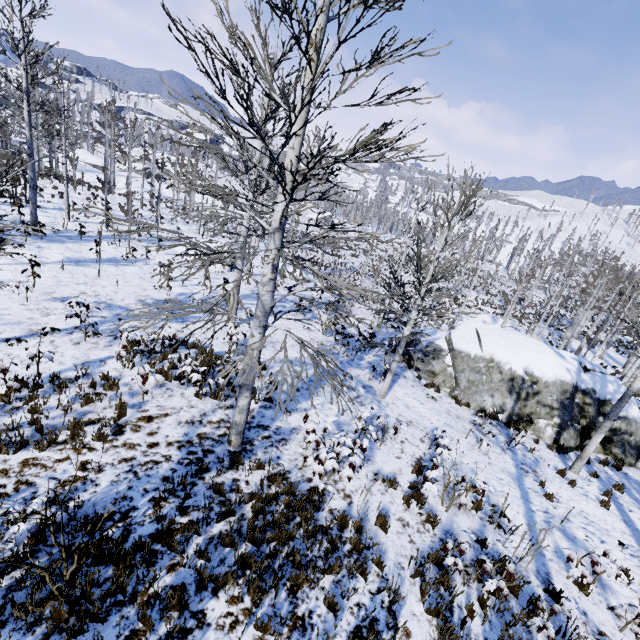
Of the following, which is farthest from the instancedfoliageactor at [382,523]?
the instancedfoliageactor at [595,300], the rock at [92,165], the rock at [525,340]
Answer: the rock at [92,165]

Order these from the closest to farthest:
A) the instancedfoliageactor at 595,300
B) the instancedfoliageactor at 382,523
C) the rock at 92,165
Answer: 1. the instancedfoliageactor at 382,523
2. the instancedfoliageactor at 595,300
3. the rock at 92,165

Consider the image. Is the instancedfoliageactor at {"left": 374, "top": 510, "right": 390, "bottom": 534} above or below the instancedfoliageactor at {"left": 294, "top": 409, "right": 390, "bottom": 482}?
below

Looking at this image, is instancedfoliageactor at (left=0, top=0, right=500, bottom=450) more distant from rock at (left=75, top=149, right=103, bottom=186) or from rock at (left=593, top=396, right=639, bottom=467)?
Result: rock at (left=75, top=149, right=103, bottom=186)

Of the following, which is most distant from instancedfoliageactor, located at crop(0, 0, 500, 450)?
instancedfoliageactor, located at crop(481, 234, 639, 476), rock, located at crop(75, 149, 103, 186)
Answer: rock, located at crop(75, 149, 103, 186)

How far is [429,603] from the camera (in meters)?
5.12

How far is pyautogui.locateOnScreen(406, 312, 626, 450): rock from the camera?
13.4 meters

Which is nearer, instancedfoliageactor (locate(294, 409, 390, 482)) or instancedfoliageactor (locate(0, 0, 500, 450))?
instancedfoliageactor (locate(0, 0, 500, 450))
